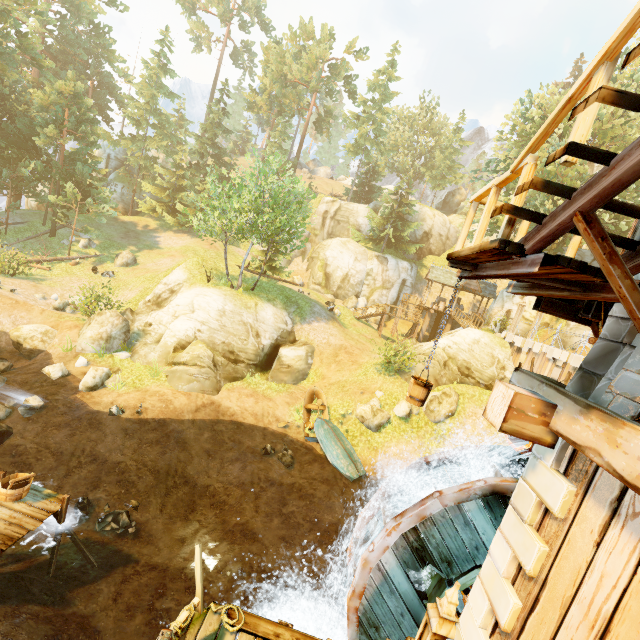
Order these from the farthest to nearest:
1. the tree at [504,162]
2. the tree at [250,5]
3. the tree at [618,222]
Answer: the tree at [250,5] < the tree at [504,162] < the tree at [618,222]

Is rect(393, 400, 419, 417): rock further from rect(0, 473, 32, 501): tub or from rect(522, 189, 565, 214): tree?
rect(0, 473, 32, 501): tub

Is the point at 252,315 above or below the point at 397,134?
below

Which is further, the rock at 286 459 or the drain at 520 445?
the rock at 286 459

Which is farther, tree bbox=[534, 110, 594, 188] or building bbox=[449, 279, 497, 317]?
building bbox=[449, 279, 497, 317]

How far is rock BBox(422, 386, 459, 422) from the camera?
17.7 meters

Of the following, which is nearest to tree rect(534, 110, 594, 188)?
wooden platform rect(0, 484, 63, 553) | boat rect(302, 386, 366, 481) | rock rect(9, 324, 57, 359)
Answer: wooden platform rect(0, 484, 63, 553)

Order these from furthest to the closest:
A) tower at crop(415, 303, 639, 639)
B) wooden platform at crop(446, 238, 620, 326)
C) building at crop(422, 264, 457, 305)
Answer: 1. building at crop(422, 264, 457, 305)
2. wooden platform at crop(446, 238, 620, 326)
3. tower at crop(415, 303, 639, 639)
